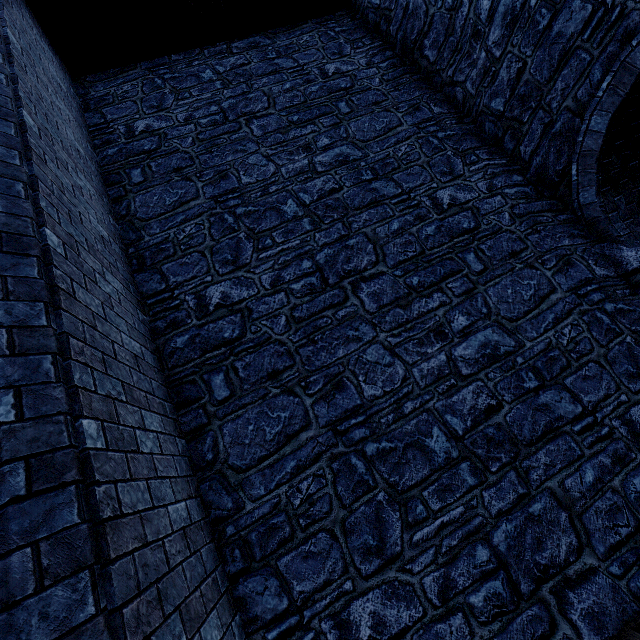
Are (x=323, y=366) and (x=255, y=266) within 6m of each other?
yes
